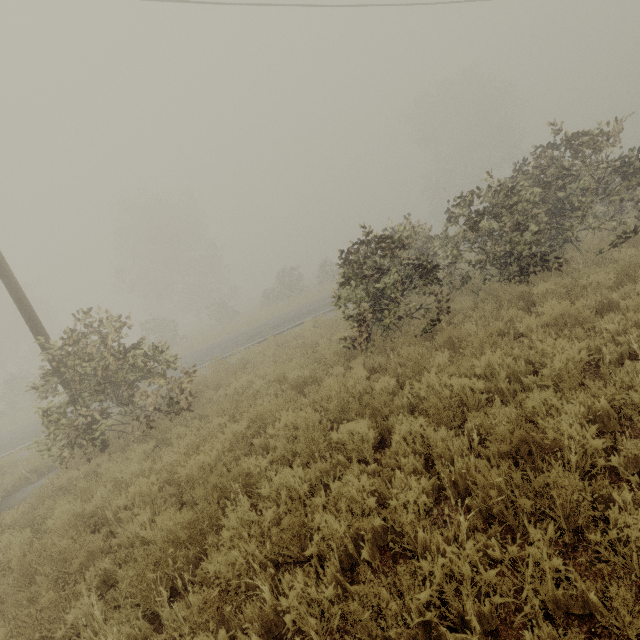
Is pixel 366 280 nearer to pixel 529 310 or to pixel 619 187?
pixel 529 310
